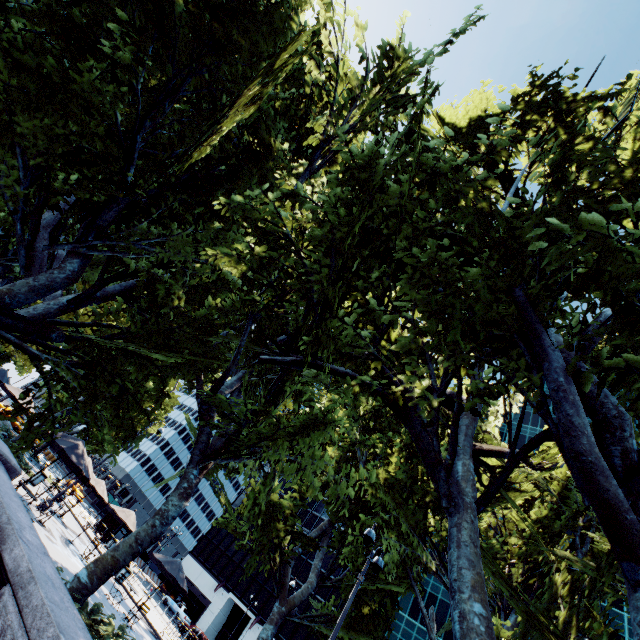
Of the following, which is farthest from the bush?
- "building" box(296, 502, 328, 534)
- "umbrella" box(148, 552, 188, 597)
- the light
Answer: "building" box(296, 502, 328, 534)

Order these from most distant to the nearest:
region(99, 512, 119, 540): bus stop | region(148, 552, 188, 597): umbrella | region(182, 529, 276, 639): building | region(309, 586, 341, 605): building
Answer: Answer: region(182, 529, 276, 639): building < region(309, 586, 341, 605): building < region(99, 512, 119, 540): bus stop < region(148, 552, 188, 597): umbrella

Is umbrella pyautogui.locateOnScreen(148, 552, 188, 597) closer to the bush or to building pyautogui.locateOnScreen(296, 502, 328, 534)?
the bush

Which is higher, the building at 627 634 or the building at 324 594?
the building at 627 634

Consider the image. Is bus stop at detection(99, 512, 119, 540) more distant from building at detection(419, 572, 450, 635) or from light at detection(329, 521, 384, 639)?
light at detection(329, 521, 384, 639)

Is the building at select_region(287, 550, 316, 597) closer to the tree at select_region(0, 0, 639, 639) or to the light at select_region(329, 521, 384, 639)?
the tree at select_region(0, 0, 639, 639)

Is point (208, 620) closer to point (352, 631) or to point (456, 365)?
point (352, 631)

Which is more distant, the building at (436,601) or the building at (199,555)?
the building at (199,555)
